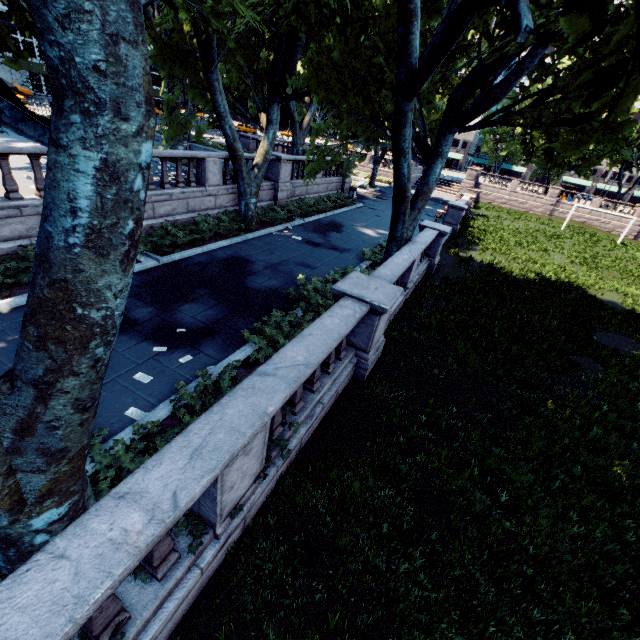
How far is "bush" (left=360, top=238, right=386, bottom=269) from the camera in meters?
14.2 m

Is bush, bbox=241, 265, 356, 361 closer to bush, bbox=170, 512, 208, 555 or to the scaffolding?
bush, bbox=170, 512, 208, 555

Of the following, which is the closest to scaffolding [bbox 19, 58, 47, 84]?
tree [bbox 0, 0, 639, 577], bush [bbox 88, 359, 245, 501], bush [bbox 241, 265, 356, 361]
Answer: tree [bbox 0, 0, 639, 577]

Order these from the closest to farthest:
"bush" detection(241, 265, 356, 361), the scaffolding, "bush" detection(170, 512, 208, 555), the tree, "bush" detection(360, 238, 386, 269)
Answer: the tree, "bush" detection(170, 512, 208, 555), "bush" detection(241, 265, 356, 361), "bush" detection(360, 238, 386, 269), the scaffolding

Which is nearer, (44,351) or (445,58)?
(44,351)

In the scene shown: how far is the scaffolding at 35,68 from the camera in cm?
4334

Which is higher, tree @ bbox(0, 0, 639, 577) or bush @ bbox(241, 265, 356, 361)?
tree @ bbox(0, 0, 639, 577)

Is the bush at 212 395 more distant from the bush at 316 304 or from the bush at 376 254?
the bush at 376 254
